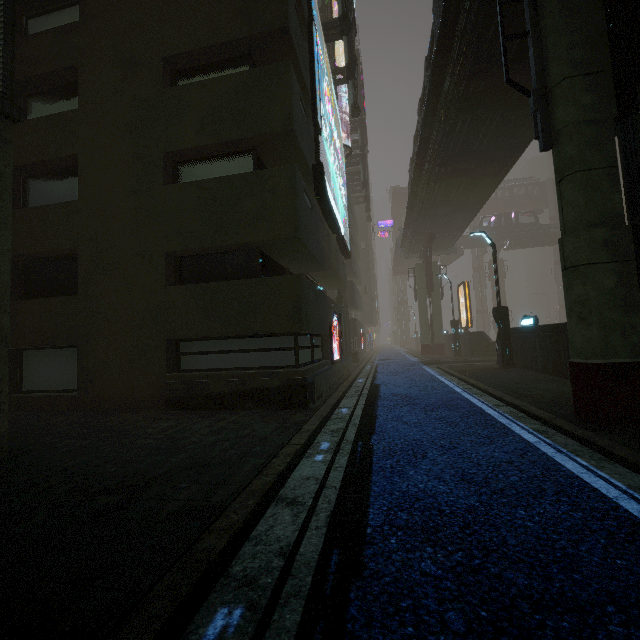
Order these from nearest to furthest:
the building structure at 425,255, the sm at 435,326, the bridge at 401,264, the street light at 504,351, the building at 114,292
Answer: the building at 114,292, the street light at 504,351, the building structure at 425,255, the sm at 435,326, the bridge at 401,264

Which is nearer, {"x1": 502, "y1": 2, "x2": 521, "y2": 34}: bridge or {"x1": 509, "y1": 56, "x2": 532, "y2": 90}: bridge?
{"x1": 502, "y1": 2, "x2": 521, "y2": 34}: bridge

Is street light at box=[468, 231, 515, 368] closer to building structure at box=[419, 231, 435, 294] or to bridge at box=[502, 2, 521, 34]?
bridge at box=[502, 2, 521, 34]

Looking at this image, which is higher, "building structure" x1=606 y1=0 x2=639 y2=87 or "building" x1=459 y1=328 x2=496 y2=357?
"building structure" x1=606 y1=0 x2=639 y2=87

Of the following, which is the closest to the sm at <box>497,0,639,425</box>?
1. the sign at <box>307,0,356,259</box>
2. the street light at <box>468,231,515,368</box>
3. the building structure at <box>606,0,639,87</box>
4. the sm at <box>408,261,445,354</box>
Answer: the building structure at <box>606,0,639,87</box>

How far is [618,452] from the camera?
4.4 meters

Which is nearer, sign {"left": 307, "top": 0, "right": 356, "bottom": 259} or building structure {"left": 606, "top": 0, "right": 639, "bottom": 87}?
building structure {"left": 606, "top": 0, "right": 639, "bottom": 87}

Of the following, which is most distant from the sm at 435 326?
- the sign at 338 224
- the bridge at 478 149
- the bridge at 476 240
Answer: the sign at 338 224
